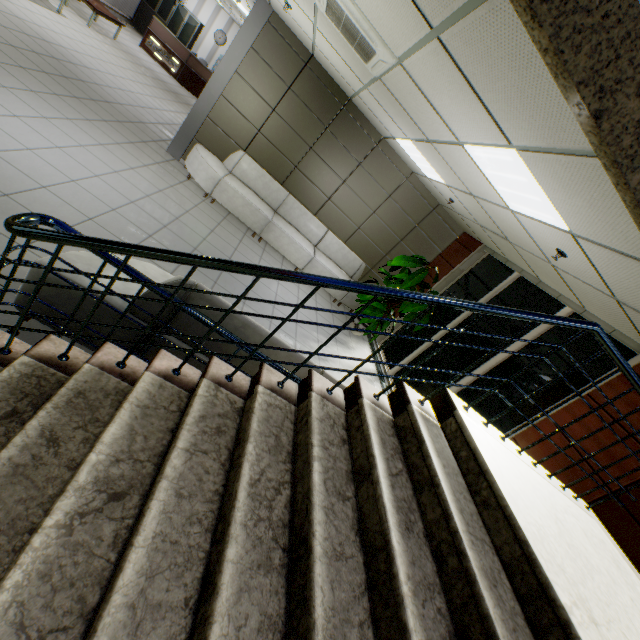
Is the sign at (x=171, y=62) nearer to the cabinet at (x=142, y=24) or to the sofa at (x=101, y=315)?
the cabinet at (x=142, y=24)

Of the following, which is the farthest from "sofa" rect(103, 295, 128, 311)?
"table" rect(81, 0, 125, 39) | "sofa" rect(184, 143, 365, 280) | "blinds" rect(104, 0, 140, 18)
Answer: "blinds" rect(104, 0, 140, 18)

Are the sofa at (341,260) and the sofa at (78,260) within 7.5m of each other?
yes

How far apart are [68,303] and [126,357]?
0.7m

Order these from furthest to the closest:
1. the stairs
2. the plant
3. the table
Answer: the table < the plant < the stairs

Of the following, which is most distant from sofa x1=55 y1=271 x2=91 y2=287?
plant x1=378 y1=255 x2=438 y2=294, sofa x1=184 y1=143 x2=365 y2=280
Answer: sofa x1=184 y1=143 x2=365 y2=280

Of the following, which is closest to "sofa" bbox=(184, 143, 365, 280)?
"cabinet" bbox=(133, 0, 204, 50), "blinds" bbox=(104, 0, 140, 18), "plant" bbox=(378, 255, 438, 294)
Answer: "plant" bbox=(378, 255, 438, 294)

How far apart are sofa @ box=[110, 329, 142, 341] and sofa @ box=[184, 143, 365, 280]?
3.98m
